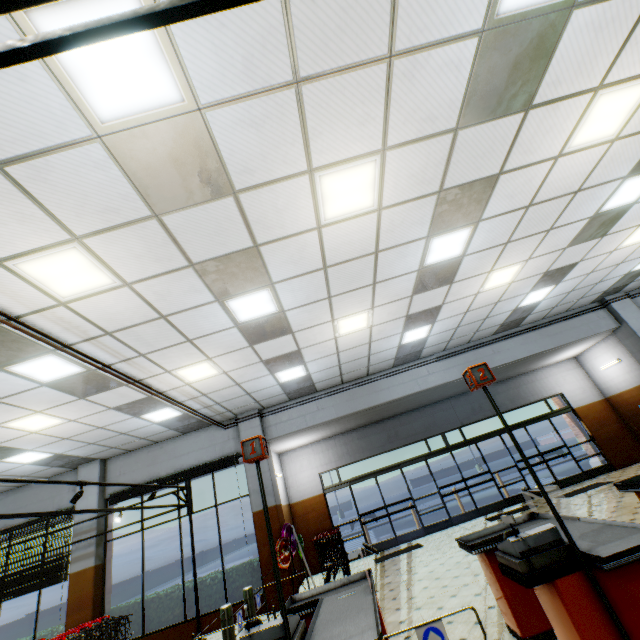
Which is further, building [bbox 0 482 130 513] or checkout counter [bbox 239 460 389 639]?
building [bbox 0 482 130 513]

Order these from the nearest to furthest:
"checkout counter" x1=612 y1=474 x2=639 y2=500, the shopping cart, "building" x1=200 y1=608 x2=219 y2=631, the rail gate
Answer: "checkout counter" x1=612 y1=474 x2=639 y2=500
the rail gate
the shopping cart
"building" x1=200 y1=608 x2=219 y2=631

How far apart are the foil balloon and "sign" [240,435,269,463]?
5.8 meters

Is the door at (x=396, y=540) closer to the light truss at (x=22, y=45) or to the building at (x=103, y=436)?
the building at (x=103, y=436)

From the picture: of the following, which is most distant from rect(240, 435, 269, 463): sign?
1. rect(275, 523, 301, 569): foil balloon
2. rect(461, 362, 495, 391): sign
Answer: rect(275, 523, 301, 569): foil balloon

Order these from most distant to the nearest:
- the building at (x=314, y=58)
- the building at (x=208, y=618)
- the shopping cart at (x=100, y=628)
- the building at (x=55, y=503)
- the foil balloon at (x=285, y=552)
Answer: the building at (x=55, y=503) < the building at (x=208, y=618) < the foil balloon at (x=285, y=552) < the shopping cart at (x=100, y=628) < the building at (x=314, y=58)

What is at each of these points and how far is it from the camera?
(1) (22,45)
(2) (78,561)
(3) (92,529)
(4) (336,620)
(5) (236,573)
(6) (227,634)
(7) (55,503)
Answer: (1) light truss, 0.7m
(2) building, 8.8m
(3) building, 9.1m
(4) checkout counter, 2.8m
(5) hedge, 8.6m
(6) rail gate, 4.6m
(7) building, 9.8m
